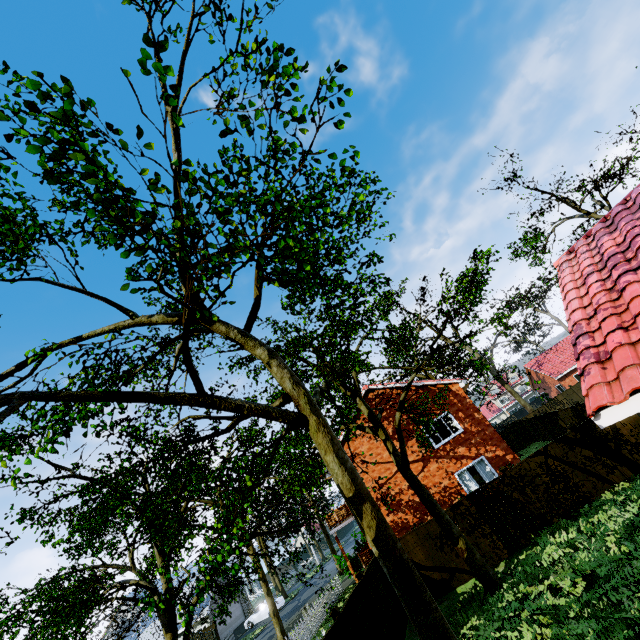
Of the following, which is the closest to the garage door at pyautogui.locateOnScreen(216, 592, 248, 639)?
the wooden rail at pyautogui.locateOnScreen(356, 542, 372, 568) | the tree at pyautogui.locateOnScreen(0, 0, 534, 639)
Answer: the tree at pyautogui.locateOnScreen(0, 0, 534, 639)

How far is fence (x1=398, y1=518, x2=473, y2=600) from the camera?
A: 12.89m

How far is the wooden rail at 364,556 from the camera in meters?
21.2 m

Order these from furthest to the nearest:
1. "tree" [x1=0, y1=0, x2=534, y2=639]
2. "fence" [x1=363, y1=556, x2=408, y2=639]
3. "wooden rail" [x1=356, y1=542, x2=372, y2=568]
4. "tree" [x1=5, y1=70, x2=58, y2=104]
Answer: "wooden rail" [x1=356, y1=542, x2=372, y2=568] < "fence" [x1=363, y1=556, x2=408, y2=639] < "tree" [x1=0, y1=0, x2=534, y2=639] < "tree" [x1=5, y1=70, x2=58, y2=104]

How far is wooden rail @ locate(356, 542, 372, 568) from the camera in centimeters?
2125cm

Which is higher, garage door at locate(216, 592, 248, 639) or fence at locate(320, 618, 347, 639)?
fence at locate(320, 618, 347, 639)

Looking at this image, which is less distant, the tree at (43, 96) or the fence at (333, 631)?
the tree at (43, 96)

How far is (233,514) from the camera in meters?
7.9 m
